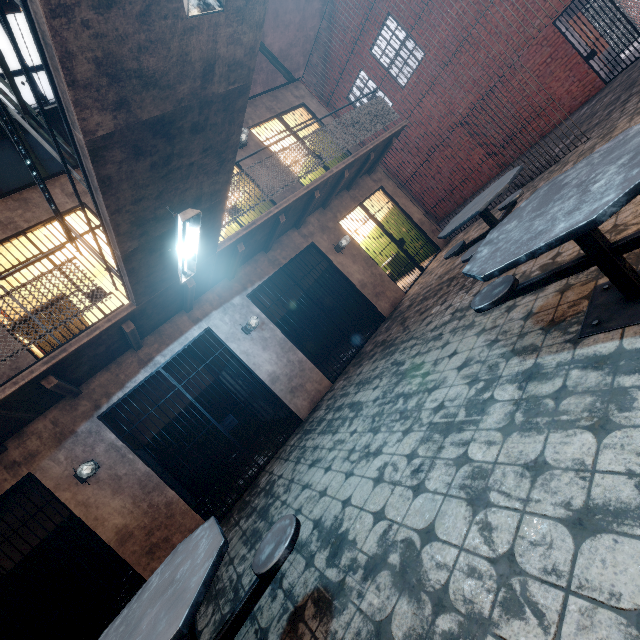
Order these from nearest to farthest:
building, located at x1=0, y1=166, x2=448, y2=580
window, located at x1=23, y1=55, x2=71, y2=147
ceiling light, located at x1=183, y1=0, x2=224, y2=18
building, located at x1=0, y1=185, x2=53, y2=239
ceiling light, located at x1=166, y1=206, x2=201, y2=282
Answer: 1. ceiling light, located at x1=183, y1=0, x2=224, y2=18
2. ceiling light, located at x1=166, y1=206, x2=201, y2=282
3. building, located at x1=0, y1=166, x2=448, y2=580
4. building, located at x1=0, y1=185, x2=53, y2=239
5. window, located at x1=23, y1=55, x2=71, y2=147

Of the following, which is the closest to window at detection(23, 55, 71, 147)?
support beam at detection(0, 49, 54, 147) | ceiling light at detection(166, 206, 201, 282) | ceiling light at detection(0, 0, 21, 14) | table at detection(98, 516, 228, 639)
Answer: support beam at detection(0, 49, 54, 147)

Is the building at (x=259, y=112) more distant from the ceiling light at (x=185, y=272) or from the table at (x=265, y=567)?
the table at (x=265, y=567)

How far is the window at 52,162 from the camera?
7.4m

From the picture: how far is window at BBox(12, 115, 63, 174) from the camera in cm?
740

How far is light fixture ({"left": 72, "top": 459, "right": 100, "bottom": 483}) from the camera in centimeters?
427cm

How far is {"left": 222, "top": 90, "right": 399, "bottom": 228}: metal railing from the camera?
5.3 meters

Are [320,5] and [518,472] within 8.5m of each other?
no
